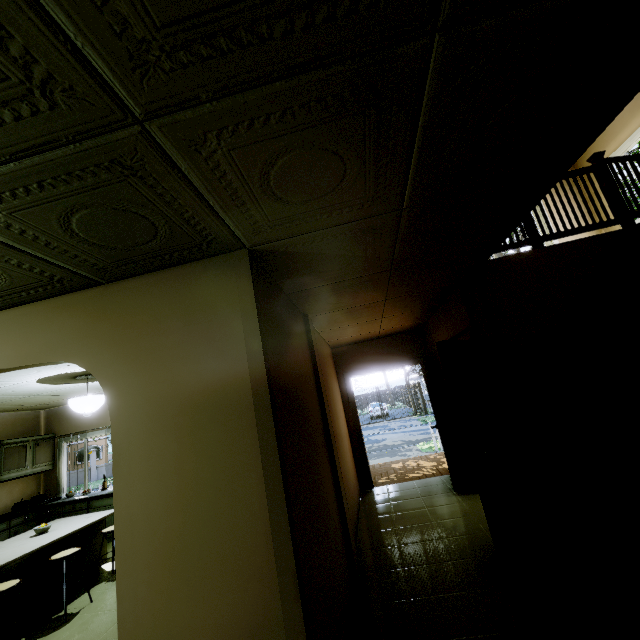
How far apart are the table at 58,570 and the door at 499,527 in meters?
4.8

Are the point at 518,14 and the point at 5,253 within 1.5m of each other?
no

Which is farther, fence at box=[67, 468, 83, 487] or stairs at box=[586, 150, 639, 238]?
fence at box=[67, 468, 83, 487]

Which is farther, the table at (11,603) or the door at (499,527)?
the table at (11,603)

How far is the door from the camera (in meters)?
2.88

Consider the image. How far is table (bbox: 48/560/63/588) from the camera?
3.9 meters

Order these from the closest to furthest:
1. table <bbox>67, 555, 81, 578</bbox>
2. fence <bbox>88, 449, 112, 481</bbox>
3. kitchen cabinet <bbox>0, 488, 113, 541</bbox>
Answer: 1. table <bbox>67, 555, 81, 578</bbox>
2. kitchen cabinet <bbox>0, 488, 113, 541</bbox>
3. fence <bbox>88, 449, 112, 481</bbox>

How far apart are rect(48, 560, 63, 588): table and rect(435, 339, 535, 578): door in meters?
4.8 m
